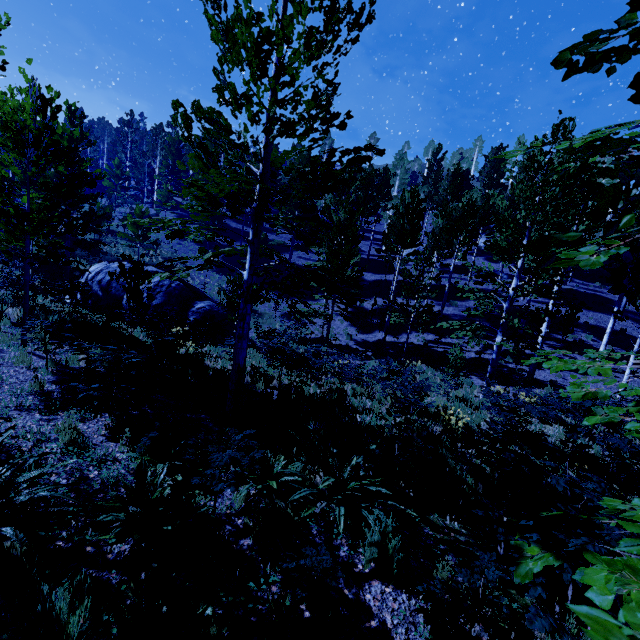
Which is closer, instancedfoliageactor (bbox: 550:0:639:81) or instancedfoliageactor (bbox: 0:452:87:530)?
instancedfoliageactor (bbox: 550:0:639:81)

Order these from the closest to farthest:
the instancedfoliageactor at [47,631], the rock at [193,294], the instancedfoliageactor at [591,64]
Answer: the instancedfoliageactor at [591,64] → the instancedfoliageactor at [47,631] → the rock at [193,294]

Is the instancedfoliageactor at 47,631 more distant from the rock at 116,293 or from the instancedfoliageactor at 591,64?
the rock at 116,293

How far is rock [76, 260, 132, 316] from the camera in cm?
1614

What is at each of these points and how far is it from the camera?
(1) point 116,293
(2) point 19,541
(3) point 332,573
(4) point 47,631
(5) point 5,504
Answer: (1) rock, 16.5m
(2) instancedfoliageactor, 2.8m
(3) instancedfoliageactor, 2.9m
(4) instancedfoliageactor, 2.2m
(5) instancedfoliageactor, 3.0m

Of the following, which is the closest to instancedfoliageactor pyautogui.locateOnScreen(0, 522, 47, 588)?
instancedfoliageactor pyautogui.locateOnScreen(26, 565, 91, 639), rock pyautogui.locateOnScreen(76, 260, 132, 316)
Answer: instancedfoliageactor pyautogui.locateOnScreen(26, 565, 91, 639)

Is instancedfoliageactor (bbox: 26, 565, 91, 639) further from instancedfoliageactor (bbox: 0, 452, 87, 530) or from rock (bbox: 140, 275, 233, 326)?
rock (bbox: 140, 275, 233, 326)
